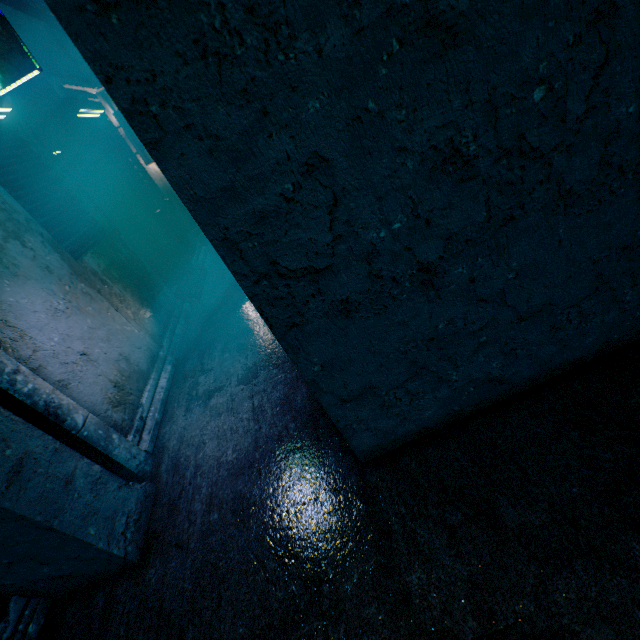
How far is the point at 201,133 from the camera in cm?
86
